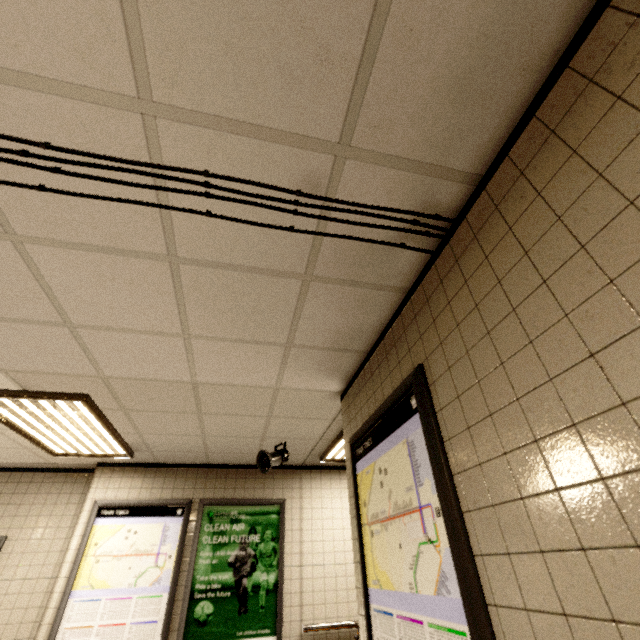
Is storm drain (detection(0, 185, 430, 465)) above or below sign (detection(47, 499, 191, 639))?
above

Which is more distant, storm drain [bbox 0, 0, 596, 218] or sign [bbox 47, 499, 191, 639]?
sign [bbox 47, 499, 191, 639]

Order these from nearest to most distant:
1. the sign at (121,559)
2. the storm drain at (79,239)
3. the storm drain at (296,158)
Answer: the storm drain at (296,158)
the storm drain at (79,239)
the sign at (121,559)

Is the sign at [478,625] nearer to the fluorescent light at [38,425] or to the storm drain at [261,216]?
the storm drain at [261,216]

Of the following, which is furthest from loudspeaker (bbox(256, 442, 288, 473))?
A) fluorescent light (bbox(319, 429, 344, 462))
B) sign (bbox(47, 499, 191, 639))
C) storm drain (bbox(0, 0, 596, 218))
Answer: sign (bbox(47, 499, 191, 639))

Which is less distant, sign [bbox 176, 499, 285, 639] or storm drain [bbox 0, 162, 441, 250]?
storm drain [bbox 0, 162, 441, 250]

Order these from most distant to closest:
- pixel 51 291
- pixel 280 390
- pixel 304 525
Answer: pixel 304 525 < pixel 280 390 < pixel 51 291

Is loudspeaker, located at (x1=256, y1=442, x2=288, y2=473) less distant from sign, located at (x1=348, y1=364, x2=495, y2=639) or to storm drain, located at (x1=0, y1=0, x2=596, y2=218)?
storm drain, located at (x1=0, y1=0, x2=596, y2=218)
